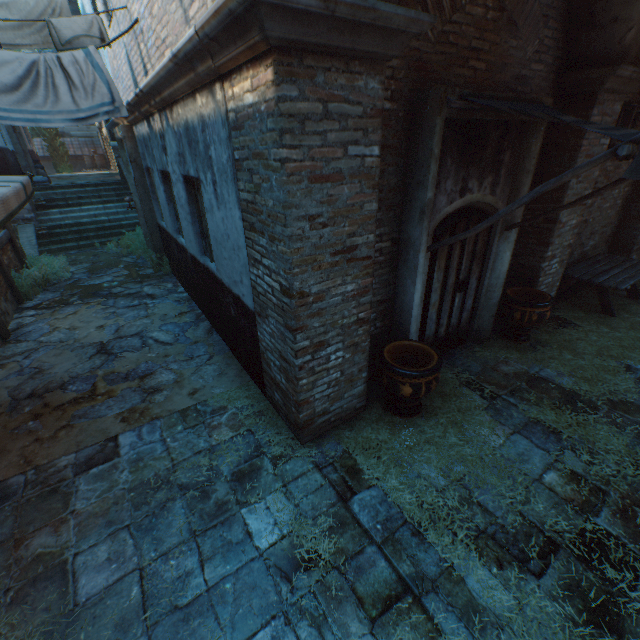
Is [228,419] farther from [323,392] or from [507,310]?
[507,310]

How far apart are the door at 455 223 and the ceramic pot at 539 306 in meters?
0.6

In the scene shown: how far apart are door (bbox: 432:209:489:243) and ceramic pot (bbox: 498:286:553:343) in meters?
0.6 m

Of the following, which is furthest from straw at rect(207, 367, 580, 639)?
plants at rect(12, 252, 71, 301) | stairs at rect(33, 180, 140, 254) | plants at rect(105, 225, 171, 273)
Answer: stairs at rect(33, 180, 140, 254)

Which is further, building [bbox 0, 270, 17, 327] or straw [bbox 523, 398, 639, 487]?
building [bbox 0, 270, 17, 327]

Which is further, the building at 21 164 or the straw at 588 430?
the building at 21 164

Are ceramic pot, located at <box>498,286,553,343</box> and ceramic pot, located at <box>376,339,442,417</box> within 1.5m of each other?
no

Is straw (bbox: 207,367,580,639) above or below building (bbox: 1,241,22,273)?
below
